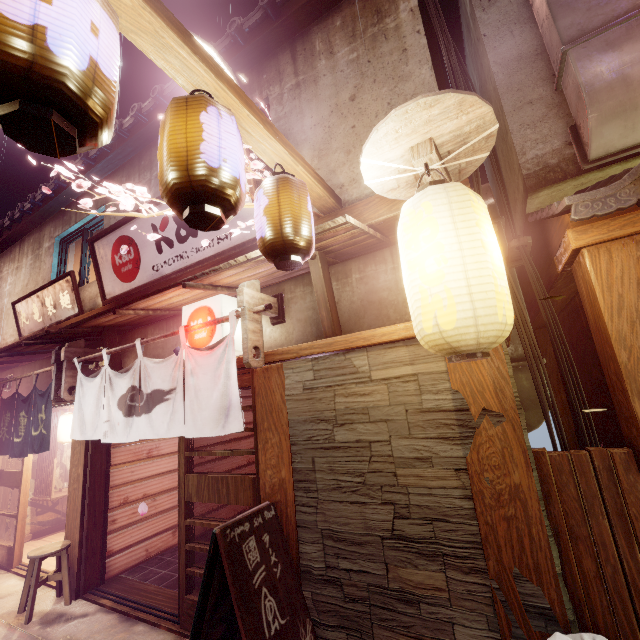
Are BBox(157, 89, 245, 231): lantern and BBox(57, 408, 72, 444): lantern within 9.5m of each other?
no

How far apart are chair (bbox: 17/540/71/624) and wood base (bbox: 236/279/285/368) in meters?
7.7

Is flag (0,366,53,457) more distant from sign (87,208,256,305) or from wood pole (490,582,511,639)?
wood pole (490,582,511,639)

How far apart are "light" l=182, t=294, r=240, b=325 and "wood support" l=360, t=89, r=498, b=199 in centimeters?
386cm

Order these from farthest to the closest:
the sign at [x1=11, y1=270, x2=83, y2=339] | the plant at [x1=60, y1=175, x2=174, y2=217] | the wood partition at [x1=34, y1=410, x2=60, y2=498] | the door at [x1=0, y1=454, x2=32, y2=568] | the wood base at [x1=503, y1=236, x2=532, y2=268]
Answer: the wood partition at [x1=34, y1=410, x2=60, y2=498], the sign at [x1=11, y1=270, x2=83, y2=339], the door at [x1=0, y1=454, x2=32, y2=568], the wood base at [x1=503, y1=236, x2=532, y2=268], the plant at [x1=60, y1=175, x2=174, y2=217]

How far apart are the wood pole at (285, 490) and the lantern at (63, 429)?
11.3 meters

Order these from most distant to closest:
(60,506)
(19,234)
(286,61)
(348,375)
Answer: (19,234)
(60,506)
(286,61)
(348,375)

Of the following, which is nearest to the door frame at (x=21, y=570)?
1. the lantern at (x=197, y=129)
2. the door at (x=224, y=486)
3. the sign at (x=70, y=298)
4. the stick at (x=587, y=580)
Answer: the sign at (x=70, y=298)
